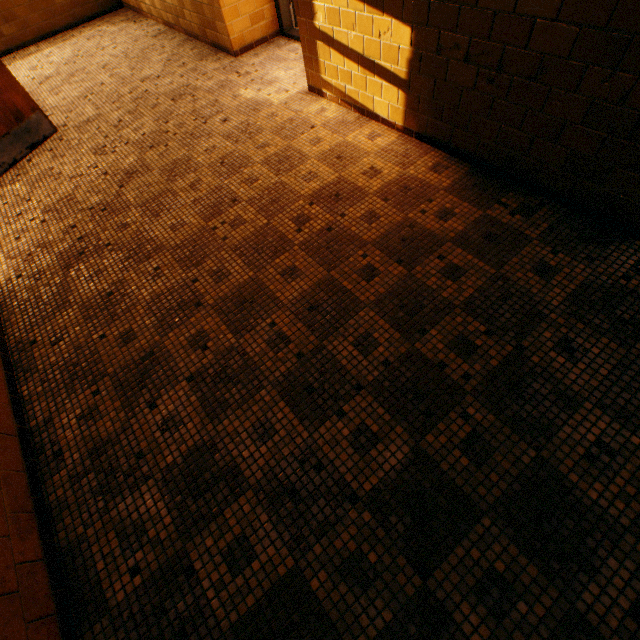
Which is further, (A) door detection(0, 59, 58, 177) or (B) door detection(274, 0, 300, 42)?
(B) door detection(274, 0, 300, 42)

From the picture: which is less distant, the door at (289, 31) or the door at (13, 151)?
the door at (13, 151)

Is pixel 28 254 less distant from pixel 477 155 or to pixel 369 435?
pixel 369 435
